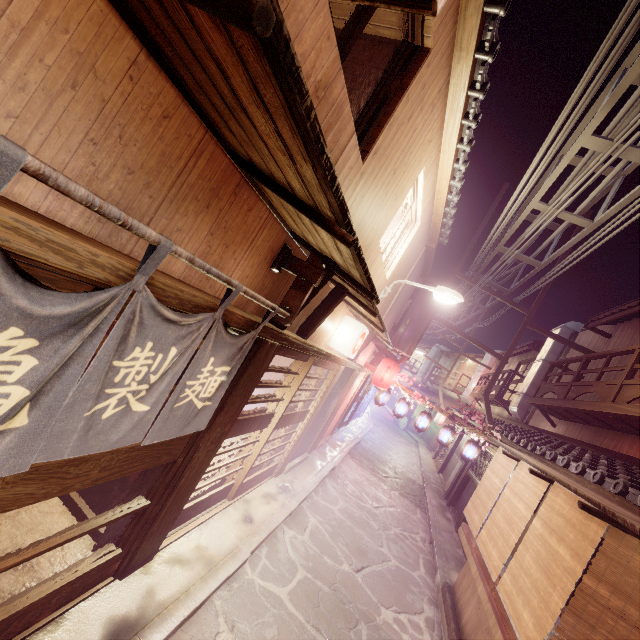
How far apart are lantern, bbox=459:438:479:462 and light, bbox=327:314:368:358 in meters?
12.0 m

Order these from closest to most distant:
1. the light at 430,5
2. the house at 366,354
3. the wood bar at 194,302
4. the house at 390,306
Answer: the light at 430,5, the wood bar at 194,302, the house at 390,306, the house at 366,354

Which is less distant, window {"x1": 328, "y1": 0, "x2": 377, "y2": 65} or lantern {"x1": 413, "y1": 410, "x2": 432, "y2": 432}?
window {"x1": 328, "y1": 0, "x2": 377, "y2": 65}

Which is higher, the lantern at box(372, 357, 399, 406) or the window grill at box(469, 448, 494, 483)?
the lantern at box(372, 357, 399, 406)

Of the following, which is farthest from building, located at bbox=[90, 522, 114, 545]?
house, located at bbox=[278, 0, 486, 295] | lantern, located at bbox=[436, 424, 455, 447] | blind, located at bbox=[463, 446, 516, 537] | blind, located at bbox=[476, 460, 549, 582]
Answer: lantern, located at bbox=[436, 424, 455, 447]

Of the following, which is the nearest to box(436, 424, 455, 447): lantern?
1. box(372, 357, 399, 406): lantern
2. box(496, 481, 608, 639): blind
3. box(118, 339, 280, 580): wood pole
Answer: box(372, 357, 399, 406): lantern

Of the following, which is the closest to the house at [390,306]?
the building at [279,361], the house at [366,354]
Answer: the house at [366,354]

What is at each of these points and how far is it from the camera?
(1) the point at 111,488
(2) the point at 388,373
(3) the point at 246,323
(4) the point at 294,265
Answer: (1) building, 6.7m
(2) lantern, 20.1m
(3) wood bar, 4.9m
(4) wood base, 5.8m
